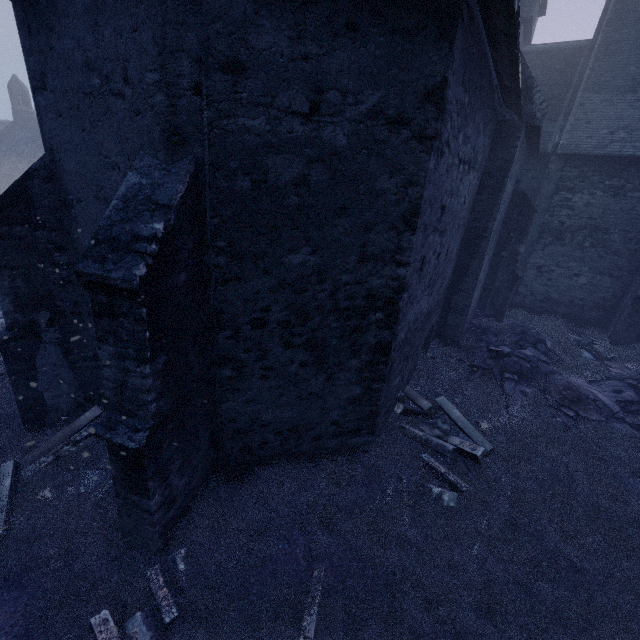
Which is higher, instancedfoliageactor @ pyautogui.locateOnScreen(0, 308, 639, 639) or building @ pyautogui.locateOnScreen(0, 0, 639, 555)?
building @ pyautogui.locateOnScreen(0, 0, 639, 555)

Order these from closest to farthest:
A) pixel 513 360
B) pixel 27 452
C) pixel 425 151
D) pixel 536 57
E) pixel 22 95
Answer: pixel 425 151 < pixel 27 452 < pixel 513 360 < pixel 536 57 < pixel 22 95

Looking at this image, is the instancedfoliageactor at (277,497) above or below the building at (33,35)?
below
